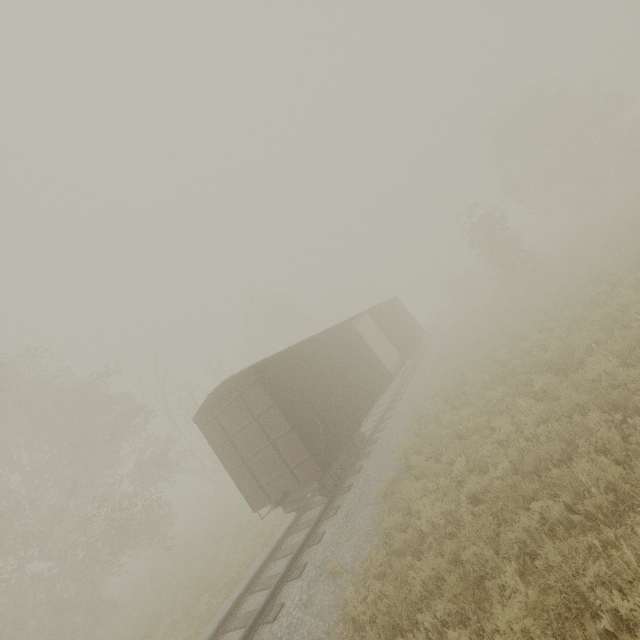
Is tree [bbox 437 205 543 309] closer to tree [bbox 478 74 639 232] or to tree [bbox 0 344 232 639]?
tree [bbox 0 344 232 639]

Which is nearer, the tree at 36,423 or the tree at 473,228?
the tree at 36,423

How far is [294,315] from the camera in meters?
37.4

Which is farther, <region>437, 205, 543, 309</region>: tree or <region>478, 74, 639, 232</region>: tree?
<region>478, 74, 639, 232</region>: tree

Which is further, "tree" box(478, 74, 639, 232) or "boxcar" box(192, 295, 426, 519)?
"tree" box(478, 74, 639, 232)

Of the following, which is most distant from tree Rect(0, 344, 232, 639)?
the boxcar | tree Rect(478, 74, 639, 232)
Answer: tree Rect(478, 74, 639, 232)

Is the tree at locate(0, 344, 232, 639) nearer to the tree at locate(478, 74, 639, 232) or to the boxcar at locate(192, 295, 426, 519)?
the boxcar at locate(192, 295, 426, 519)

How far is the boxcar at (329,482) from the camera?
9.29m
